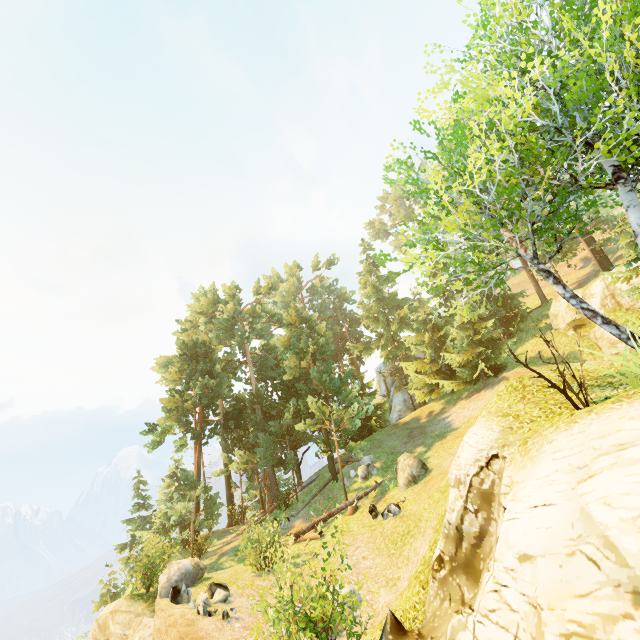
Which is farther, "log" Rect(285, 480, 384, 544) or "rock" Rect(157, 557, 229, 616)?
"log" Rect(285, 480, 384, 544)

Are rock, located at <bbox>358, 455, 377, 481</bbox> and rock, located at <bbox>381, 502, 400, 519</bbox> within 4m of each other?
no

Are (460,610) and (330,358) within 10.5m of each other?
no

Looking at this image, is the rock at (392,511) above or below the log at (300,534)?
above

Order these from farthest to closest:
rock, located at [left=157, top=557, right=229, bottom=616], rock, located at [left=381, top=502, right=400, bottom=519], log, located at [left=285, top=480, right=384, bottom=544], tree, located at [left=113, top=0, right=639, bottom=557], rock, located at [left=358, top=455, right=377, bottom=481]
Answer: rock, located at [left=358, top=455, right=377, bottom=481], log, located at [left=285, top=480, right=384, bottom=544], rock, located at [left=381, top=502, right=400, bottom=519], rock, located at [left=157, top=557, right=229, bottom=616], tree, located at [left=113, top=0, right=639, bottom=557]

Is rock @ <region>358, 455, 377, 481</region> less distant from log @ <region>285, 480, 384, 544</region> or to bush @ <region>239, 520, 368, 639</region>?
log @ <region>285, 480, 384, 544</region>

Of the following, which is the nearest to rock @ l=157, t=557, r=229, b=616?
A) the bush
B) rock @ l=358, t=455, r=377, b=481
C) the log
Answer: the log

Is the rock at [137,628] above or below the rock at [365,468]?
below
